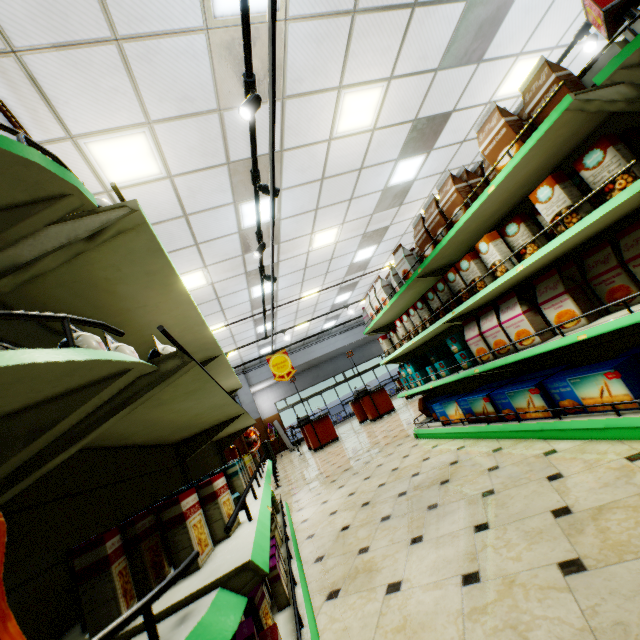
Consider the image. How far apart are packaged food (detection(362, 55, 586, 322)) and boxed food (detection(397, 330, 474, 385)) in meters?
0.8 m

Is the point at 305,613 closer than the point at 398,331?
Yes

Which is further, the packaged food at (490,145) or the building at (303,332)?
the building at (303,332)

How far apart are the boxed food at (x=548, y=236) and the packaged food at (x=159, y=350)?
2.40m

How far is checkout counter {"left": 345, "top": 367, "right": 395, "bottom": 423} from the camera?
11.02m

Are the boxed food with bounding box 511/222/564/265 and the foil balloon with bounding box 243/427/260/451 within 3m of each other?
no

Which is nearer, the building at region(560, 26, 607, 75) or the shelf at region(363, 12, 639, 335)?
the shelf at region(363, 12, 639, 335)

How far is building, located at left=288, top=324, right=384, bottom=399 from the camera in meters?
18.8 m
